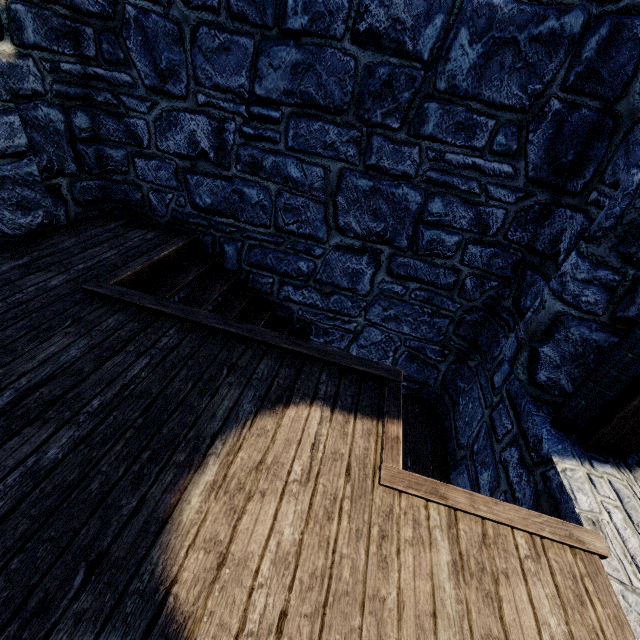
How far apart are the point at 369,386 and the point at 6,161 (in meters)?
4.29
